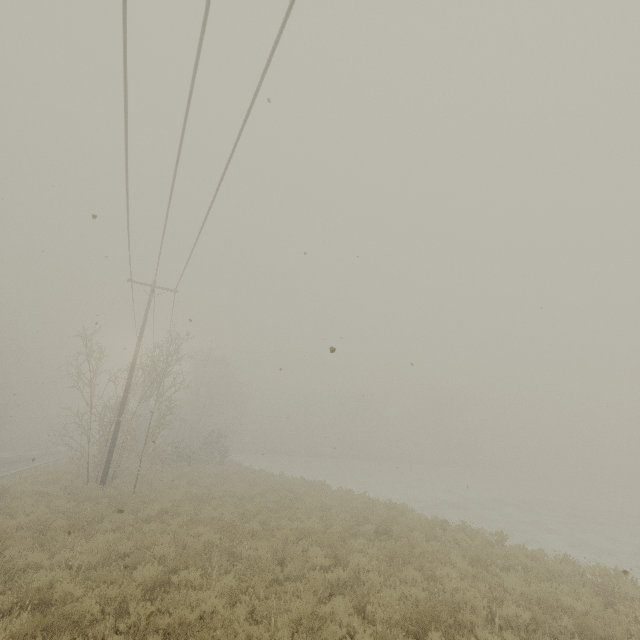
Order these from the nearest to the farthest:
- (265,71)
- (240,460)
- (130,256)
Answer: (265,71) < (130,256) < (240,460)
